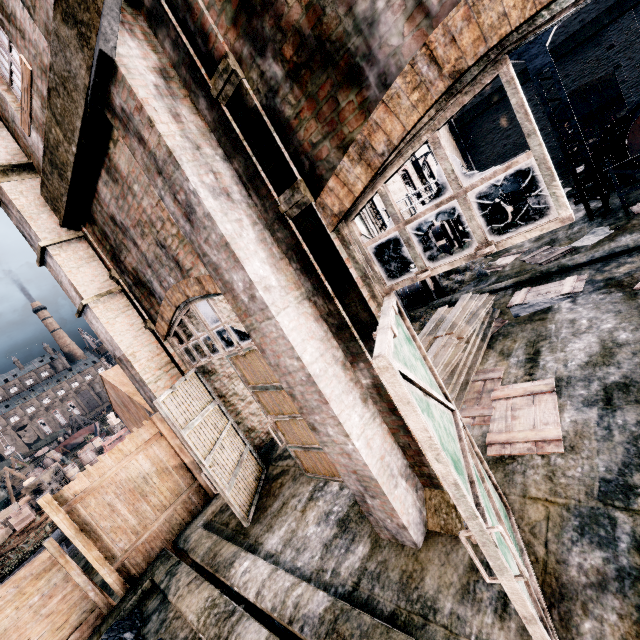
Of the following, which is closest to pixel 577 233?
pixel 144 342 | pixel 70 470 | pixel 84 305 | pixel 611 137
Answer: pixel 611 137

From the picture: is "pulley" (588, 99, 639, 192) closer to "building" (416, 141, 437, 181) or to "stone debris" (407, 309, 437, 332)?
"building" (416, 141, 437, 181)

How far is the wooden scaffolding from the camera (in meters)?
13.84

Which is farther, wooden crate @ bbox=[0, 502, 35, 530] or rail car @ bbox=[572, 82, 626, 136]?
rail car @ bbox=[572, 82, 626, 136]

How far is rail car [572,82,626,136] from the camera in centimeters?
3653cm

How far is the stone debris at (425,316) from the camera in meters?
12.5

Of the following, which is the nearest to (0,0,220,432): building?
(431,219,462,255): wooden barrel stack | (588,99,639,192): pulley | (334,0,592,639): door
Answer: (334,0,592,639): door

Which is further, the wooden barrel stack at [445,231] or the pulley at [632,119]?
the wooden barrel stack at [445,231]
